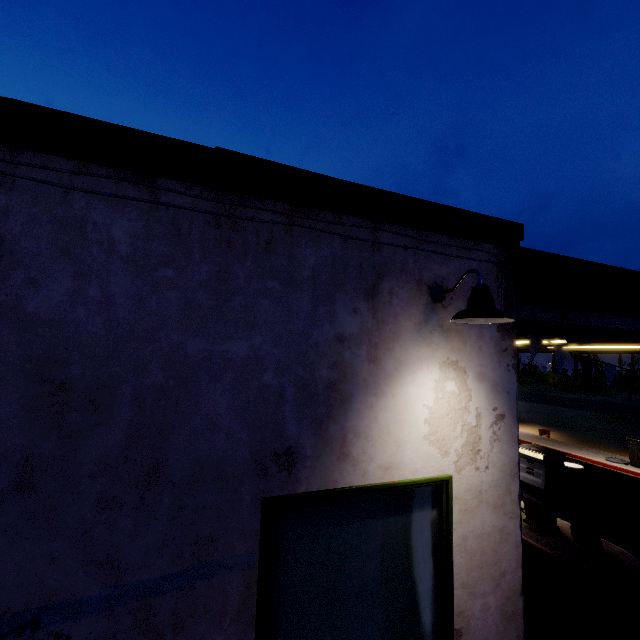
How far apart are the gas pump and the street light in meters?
5.5 m

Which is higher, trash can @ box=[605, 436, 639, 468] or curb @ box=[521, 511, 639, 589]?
trash can @ box=[605, 436, 639, 468]

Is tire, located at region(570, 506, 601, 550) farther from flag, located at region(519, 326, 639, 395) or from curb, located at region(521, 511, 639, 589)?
flag, located at region(519, 326, 639, 395)

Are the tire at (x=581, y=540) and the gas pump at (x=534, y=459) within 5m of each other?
yes

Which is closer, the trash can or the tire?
the tire

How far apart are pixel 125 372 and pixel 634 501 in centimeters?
1230cm

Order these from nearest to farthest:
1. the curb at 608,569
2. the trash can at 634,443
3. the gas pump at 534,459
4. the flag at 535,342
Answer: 1. the flag at 535,342
2. the curb at 608,569
3. the gas pump at 534,459
4. the trash can at 634,443

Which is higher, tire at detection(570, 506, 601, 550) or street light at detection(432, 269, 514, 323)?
street light at detection(432, 269, 514, 323)
